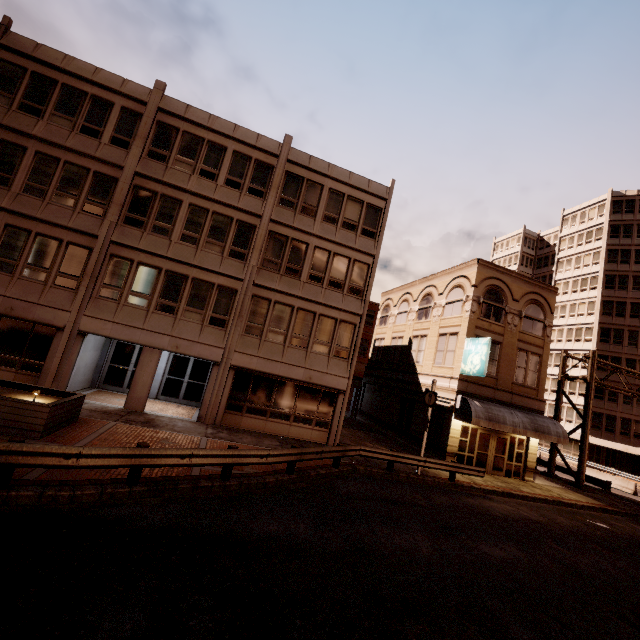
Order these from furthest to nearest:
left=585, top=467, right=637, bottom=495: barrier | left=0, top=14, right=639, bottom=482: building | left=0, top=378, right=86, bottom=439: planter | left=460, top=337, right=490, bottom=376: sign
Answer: left=585, top=467, right=637, bottom=495: barrier
left=460, top=337, right=490, bottom=376: sign
left=0, top=14, right=639, bottom=482: building
left=0, top=378, right=86, bottom=439: planter

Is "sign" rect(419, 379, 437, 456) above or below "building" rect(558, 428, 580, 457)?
above

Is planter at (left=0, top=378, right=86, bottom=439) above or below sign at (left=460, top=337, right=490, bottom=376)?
below

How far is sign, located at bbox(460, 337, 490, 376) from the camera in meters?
18.5

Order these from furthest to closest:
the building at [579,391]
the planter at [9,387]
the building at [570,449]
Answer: the building at [579,391] < the building at [570,449] < the planter at [9,387]

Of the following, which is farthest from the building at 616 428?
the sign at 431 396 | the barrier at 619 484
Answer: the sign at 431 396

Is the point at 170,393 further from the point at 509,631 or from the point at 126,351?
the point at 509,631

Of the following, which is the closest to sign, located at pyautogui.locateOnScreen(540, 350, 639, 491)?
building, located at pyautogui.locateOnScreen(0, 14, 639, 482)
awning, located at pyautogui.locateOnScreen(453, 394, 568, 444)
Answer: awning, located at pyautogui.locateOnScreen(453, 394, 568, 444)
